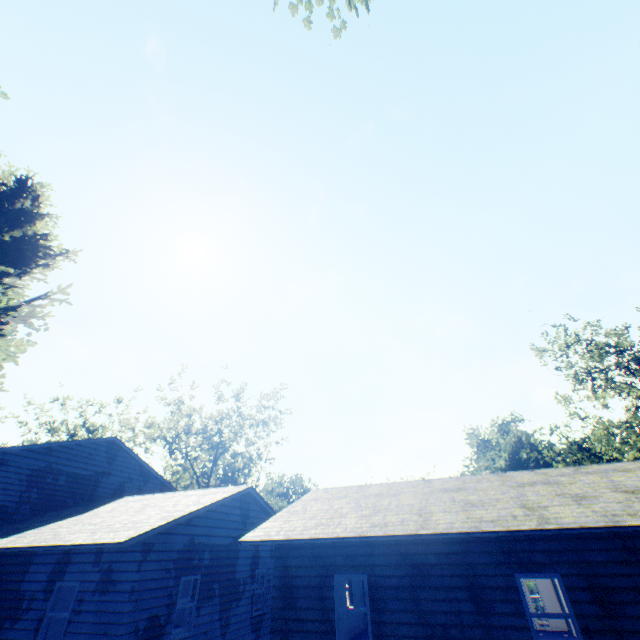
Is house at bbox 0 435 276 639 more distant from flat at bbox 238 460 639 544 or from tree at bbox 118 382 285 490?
tree at bbox 118 382 285 490

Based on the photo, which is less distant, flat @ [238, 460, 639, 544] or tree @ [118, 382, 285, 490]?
flat @ [238, 460, 639, 544]

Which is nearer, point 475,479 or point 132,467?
point 475,479

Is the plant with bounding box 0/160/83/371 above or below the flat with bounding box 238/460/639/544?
above

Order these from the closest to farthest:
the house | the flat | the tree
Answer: the flat → the house → the tree

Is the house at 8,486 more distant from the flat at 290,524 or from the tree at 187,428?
the tree at 187,428

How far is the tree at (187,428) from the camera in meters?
36.5 m

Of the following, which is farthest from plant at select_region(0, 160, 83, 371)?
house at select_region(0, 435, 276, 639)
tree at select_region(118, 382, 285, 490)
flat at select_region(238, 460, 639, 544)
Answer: tree at select_region(118, 382, 285, 490)
